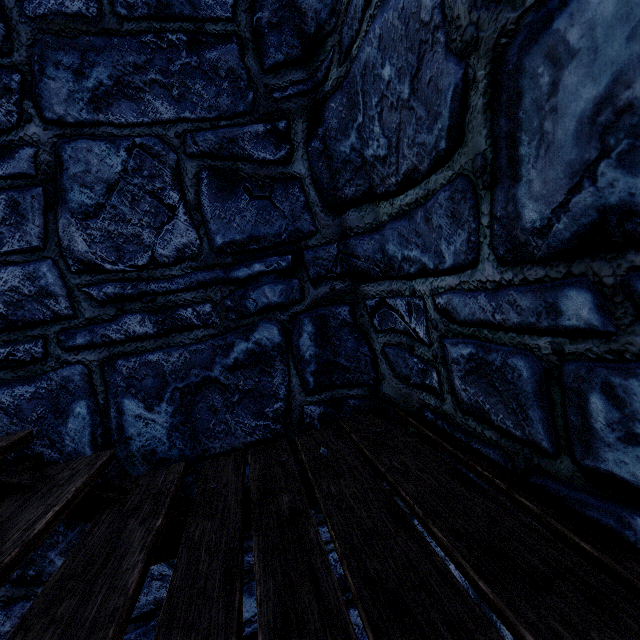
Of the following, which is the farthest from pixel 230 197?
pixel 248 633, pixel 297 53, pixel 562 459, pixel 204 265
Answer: pixel 248 633
